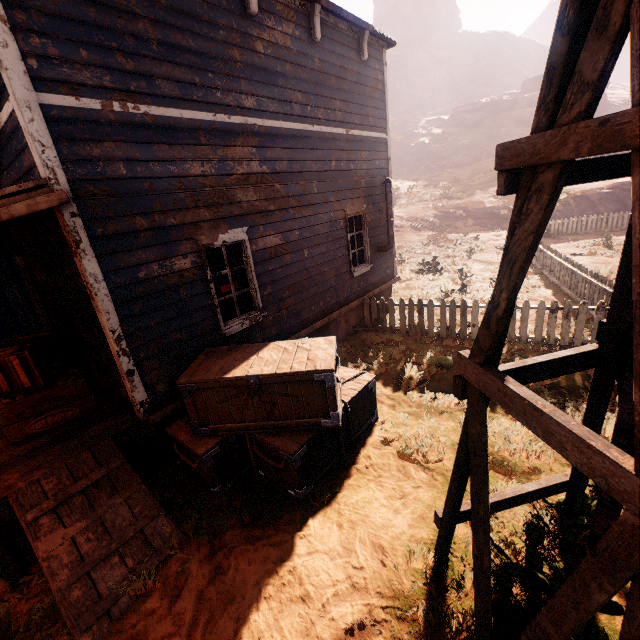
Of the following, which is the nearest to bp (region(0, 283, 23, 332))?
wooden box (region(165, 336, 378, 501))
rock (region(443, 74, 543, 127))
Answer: wooden box (region(165, 336, 378, 501))

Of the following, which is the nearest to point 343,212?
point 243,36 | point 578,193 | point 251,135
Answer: point 251,135

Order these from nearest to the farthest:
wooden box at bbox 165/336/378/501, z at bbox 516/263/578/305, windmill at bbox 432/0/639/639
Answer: windmill at bbox 432/0/639/639
wooden box at bbox 165/336/378/501
z at bbox 516/263/578/305

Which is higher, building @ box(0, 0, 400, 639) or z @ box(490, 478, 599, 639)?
building @ box(0, 0, 400, 639)

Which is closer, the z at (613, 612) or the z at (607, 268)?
the z at (613, 612)

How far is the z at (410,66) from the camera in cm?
1355

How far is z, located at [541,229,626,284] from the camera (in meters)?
11.46

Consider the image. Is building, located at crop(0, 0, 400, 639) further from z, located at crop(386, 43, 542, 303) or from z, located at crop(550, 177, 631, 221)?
A: z, located at crop(386, 43, 542, 303)
